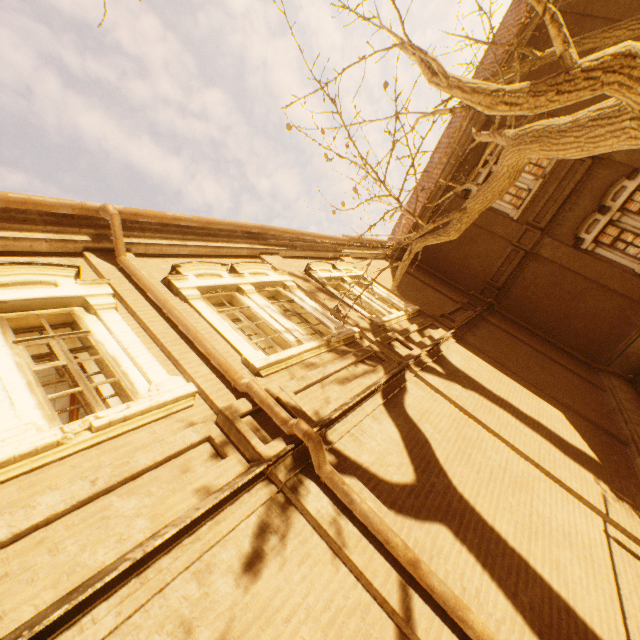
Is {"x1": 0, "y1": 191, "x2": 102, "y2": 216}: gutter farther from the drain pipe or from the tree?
the tree

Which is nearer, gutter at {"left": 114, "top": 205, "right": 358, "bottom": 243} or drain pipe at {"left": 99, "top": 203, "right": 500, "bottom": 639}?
drain pipe at {"left": 99, "top": 203, "right": 500, "bottom": 639}

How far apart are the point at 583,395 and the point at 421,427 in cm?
805

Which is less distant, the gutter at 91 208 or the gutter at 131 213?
the gutter at 91 208

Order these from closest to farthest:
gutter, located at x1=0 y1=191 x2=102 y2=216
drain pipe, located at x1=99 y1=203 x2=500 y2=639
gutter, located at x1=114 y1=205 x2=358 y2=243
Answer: drain pipe, located at x1=99 y1=203 x2=500 y2=639 → gutter, located at x1=0 y1=191 x2=102 y2=216 → gutter, located at x1=114 y1=205 x2=358 y2=243

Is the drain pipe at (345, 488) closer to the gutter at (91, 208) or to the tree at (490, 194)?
the gutter at (91, 208)
